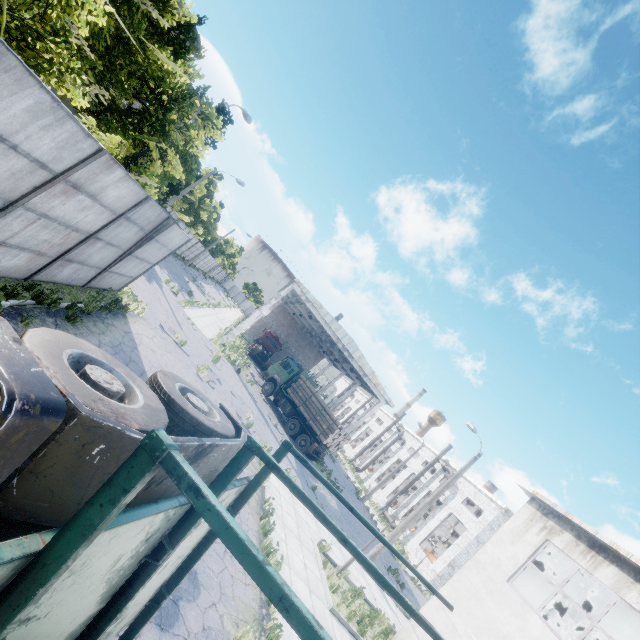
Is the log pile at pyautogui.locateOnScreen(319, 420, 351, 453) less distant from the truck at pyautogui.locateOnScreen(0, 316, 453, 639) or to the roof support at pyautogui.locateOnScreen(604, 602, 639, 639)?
the roof support at pyautogui.locateOnScreen(604, 602, 639, 639)

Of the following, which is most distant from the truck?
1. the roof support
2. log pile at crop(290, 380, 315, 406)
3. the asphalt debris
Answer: log pile at crop(290, 380, 315, 406)

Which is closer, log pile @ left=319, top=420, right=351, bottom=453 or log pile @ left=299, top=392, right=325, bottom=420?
log pile @ left=319, top=420, right=351, bottom=453

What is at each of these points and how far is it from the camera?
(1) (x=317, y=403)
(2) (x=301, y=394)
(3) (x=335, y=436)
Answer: (1) log pile, 24.52m
(2) log pile, 25.44m
(3) log pile, 23.20m

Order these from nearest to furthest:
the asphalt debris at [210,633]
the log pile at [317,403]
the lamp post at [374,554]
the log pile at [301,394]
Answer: the asphalt debris at [210,633], the lamp post at [374,554], the log pile at [317,403], the log pile at [301,394]

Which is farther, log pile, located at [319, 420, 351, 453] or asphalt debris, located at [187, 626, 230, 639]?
log pile, located at [319, 420, 351, 453]

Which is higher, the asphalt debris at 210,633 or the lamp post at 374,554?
the lamp post at 374,554

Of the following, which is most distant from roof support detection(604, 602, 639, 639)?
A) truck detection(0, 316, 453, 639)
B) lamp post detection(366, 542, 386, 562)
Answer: truck detection(0, 316, 453, 639)
